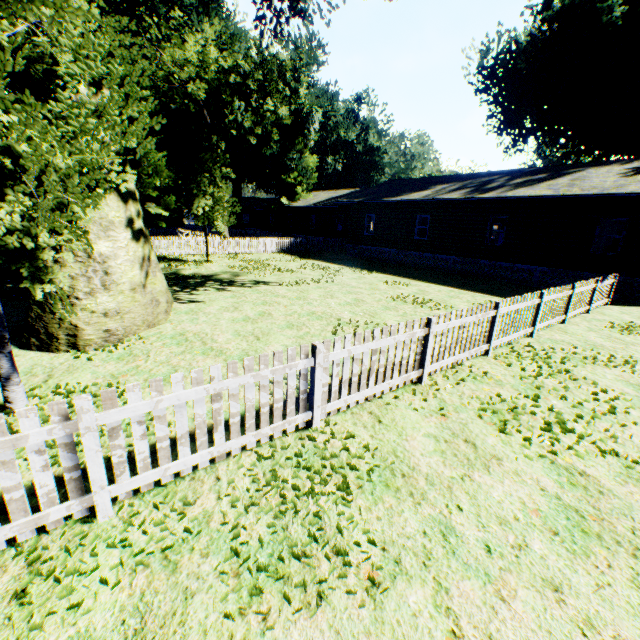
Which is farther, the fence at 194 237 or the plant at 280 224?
the plant at 280 224

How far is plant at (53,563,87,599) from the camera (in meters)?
2.44

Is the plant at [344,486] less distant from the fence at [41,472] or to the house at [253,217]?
the fence at [41,472]

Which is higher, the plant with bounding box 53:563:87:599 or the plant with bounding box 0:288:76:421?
the plant with bounding box 0:288:76:421

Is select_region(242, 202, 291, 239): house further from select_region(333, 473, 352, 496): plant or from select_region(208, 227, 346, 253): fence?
select_region(208, 227, 346, 253): fence

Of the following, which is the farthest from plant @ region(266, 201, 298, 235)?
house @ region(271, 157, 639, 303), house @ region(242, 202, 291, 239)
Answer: house @ region(242, 202, 291, 239)

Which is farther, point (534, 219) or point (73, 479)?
point (534, 219)
